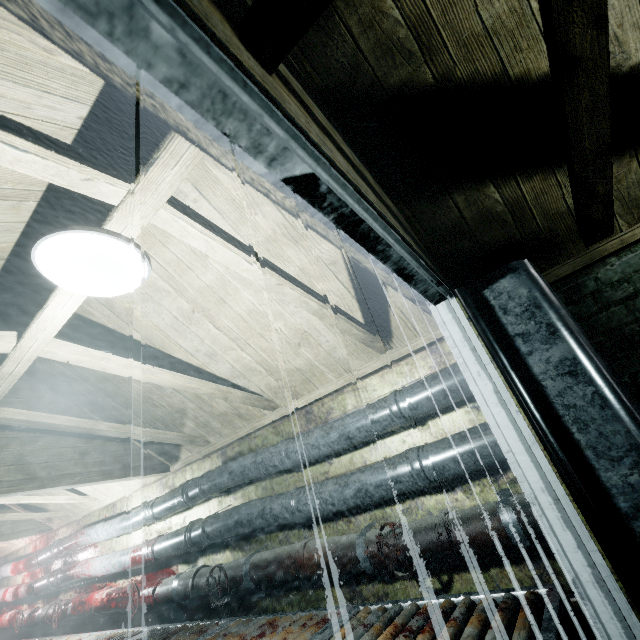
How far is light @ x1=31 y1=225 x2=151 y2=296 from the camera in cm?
98

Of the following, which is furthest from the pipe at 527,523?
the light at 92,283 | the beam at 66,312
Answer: the light at 92,283

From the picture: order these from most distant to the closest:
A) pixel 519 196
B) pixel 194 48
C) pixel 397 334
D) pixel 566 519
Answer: pixel 397 334
pixel 519 196
pixel 566 519
pixel 194 48

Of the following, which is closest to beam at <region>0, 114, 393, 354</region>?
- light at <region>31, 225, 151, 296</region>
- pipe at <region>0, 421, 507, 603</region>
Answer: light at <region>31, 225, 151, 296</region>

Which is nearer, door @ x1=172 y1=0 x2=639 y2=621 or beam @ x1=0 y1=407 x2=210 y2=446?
door @ x1=172 y1=0 x2=639 y2=621

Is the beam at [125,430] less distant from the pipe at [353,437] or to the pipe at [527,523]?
the pipe at [353,437]

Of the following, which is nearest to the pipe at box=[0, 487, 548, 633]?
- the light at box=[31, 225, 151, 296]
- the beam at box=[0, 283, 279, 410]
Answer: the beam at box=[0, 283, 279, 410]

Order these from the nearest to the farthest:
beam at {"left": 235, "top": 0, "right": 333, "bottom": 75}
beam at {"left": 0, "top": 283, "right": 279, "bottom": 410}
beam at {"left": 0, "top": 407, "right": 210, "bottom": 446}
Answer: beam at {"left": 235, "top": 0, "right": 333, "bottom": 75} < beam at {"left": 0, "top": 283, "right": 279, "bottom": 410} < beam at {"left": 0, "top": 407, "right": 210, "bottom": 446}
